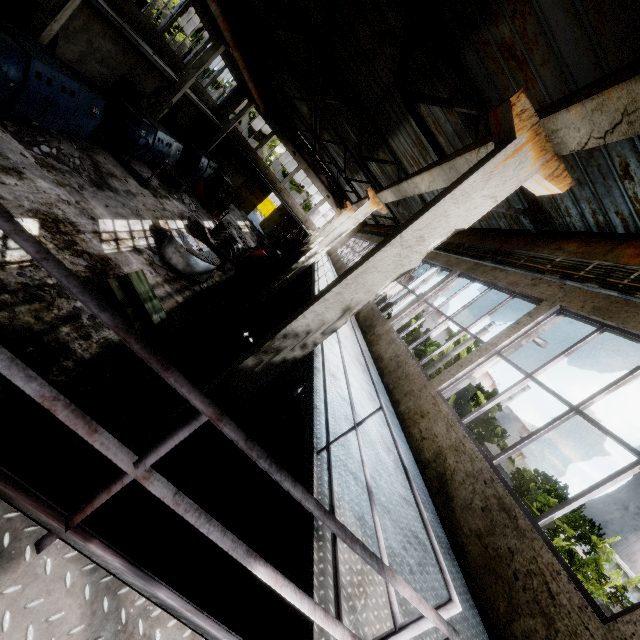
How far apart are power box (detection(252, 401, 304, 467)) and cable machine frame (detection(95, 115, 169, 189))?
12.75m

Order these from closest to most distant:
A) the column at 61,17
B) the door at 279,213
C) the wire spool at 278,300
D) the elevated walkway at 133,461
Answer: the elevated walkway at 133,461, the column at 61,17, the wire spool at 278,300, the door at 279,213

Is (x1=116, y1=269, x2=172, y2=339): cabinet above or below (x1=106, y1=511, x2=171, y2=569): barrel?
below

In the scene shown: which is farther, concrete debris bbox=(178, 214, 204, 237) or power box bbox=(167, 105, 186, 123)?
power box bbox=(167, 105, 186, 123)

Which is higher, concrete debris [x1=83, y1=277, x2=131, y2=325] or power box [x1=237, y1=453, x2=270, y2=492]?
power box [x1=237, y1=453, x2=270, y2=492]

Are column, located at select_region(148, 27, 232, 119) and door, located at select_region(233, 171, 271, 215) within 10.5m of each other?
no

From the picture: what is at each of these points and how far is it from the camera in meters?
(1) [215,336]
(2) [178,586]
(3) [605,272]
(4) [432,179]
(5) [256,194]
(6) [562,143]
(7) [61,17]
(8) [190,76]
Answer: (1) wire spool, 9.4 m
(2) barrel, 4.1 m
(3) wires, 5.4 m
(4) beam, 7.1 m
(5) door, 34.2 m
(6) beam, 3.5 m
(7) column, 11.5 m
(8) column, 19.4 m

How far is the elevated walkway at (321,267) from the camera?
9.16m
